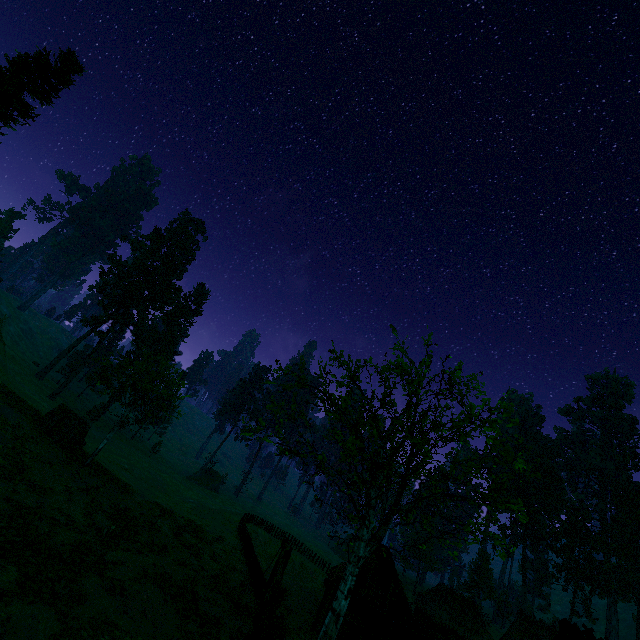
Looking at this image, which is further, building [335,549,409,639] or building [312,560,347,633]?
building [312,560,347,633]

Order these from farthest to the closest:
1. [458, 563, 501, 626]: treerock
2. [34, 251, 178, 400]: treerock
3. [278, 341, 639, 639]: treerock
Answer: [458, 563, 501, 626]: treerock → [34, 251, 178, 400]: treerock → [278, 341, 639, 639]: treerock

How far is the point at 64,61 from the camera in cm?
2947

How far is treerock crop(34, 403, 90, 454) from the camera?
24.2 meters

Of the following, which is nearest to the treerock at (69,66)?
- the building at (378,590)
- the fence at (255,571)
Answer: the building at (378,590)

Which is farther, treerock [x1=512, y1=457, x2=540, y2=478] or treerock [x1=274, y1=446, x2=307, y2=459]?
treerock [x1=274, y1=446, x2=307, y2=459]

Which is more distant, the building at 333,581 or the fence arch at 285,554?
the building at 333,581
